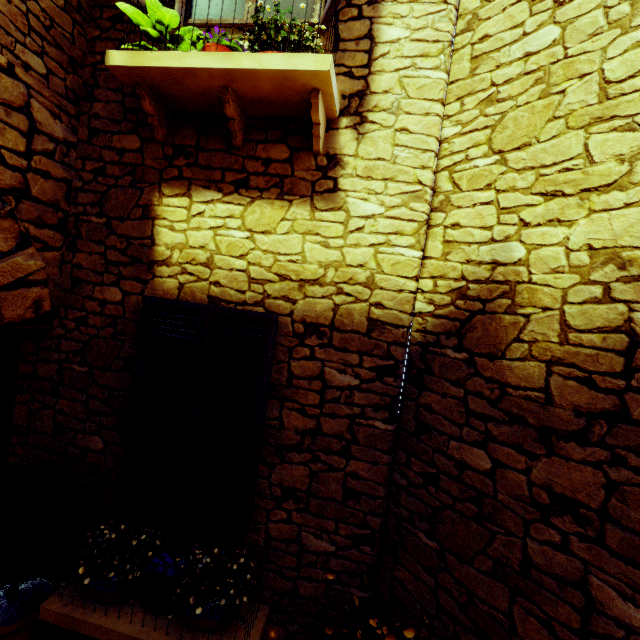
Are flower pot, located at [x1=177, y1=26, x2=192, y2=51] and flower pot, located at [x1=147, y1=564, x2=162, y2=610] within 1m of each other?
no

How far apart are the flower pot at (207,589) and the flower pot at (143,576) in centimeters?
8cm

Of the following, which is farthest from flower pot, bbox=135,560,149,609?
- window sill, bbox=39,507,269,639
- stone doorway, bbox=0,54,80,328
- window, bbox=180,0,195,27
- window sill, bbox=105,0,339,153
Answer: window, bbox=180,0,195,27

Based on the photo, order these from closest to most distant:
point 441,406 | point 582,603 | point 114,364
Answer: point 582,603 < point 441,406 < point 114,364

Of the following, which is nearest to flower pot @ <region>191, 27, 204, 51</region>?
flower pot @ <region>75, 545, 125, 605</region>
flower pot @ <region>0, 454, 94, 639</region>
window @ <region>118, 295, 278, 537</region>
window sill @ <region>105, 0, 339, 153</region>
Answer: window sill @ <region>105, 0, 339, 153</region>

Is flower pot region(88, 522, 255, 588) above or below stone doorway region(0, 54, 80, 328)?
below

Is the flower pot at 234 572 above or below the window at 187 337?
below

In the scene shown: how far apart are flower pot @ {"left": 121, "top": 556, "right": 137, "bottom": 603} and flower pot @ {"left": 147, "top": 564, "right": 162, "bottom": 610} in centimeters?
8cm
